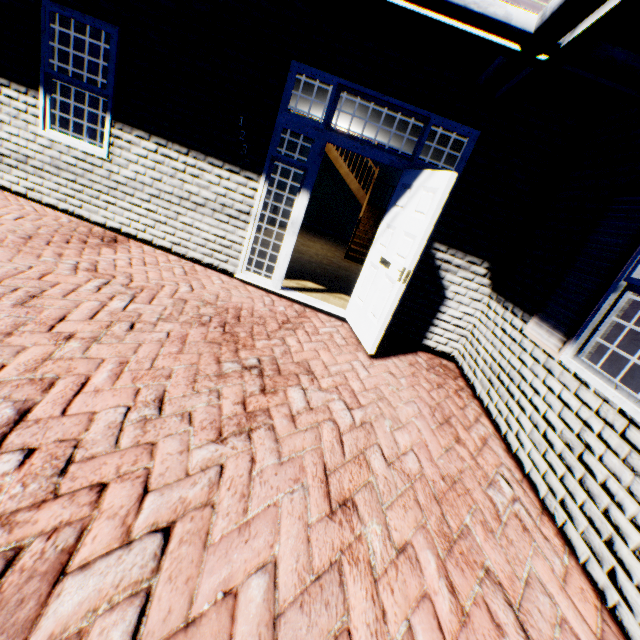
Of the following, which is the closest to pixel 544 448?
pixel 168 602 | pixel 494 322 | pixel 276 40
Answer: pixel 494 322

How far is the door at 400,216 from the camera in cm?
348

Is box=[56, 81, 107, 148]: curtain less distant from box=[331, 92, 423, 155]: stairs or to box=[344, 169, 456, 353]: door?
box=[331, 92, 423, 155]: stairs

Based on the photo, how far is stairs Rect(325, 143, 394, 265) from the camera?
9.80m

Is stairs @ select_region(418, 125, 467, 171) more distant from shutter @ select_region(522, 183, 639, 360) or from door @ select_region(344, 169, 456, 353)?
shutter @ select_region(522, 183, 639, 360)

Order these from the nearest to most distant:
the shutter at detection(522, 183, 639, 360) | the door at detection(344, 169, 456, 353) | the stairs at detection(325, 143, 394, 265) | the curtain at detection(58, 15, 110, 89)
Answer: the shutter at detection(522, 183, 639, 360) → the door at detection(344, 169, 456, 353) → the curtain at detection(58, 15, 110, 89) → the stairs at detection(325, 143, 394, 265)

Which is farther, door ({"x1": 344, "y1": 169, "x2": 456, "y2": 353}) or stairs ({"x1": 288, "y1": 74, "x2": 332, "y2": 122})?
stairs ({"x1": 288, "y1": 74, "x2": 332, "y2": 122})

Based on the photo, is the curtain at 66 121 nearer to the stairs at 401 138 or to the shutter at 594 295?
the stairs at 401 138
